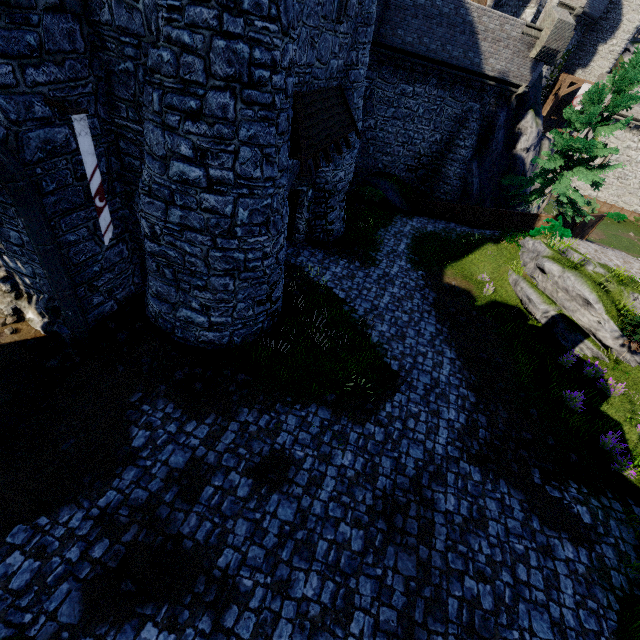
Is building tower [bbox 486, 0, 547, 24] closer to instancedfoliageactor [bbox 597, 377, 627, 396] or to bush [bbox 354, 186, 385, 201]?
bush [bbox 354, 186, 385, 201]

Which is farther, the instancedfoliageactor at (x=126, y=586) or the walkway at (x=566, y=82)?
the walkway at (x=566, y=82)

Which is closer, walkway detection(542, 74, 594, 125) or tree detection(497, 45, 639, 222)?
tree detection(497, 45, 639, 222)

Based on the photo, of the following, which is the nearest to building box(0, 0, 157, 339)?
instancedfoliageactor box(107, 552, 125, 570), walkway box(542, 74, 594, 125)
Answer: instancedfoliageactor box(107, 552, 125, 570)

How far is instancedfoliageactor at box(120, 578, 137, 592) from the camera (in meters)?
5.72

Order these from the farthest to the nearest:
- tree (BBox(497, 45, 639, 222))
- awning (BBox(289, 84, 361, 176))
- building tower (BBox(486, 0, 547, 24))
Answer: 1. building tower (BBox(486, 0, 547, 24))
2. tree (BBox(497, 45, 639, 222))
3. awning (BBox(289, 84, 361, 176))

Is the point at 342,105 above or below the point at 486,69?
below

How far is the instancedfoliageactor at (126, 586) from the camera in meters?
5.7 m
